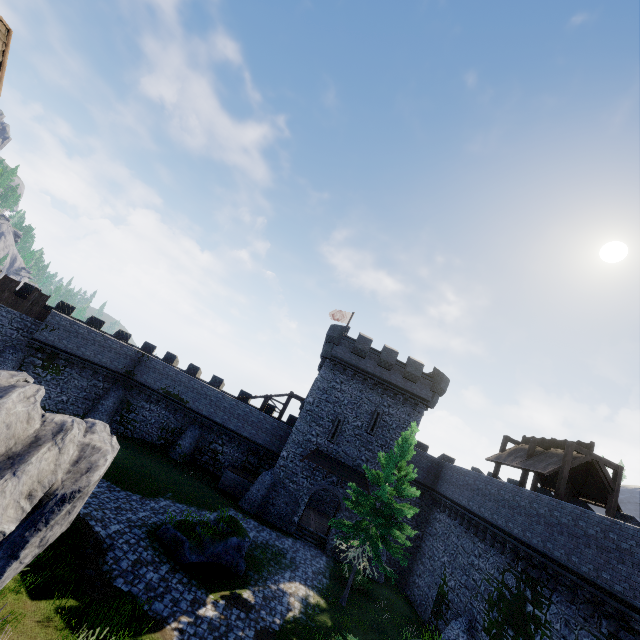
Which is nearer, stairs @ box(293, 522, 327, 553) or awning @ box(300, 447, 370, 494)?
stairs @ box(293, 522, 327, 553)

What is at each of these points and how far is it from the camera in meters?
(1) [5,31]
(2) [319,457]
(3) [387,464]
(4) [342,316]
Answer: (1) building, 7.7
(2) awning, 26.7
(3) tree, 19.3
(4) flag, 37.0

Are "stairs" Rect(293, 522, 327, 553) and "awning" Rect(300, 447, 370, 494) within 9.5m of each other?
yes

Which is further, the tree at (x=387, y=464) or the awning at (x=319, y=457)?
the awning at (x=319, y=457)

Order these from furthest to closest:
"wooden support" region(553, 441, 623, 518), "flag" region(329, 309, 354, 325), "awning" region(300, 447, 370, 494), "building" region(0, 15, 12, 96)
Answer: "flag" region(329, 309, 354, 325) → "awning" region(300, 447, 370, 494) → "wooden support" region(553, 441, 623, 518) → "building" region(0, 15, 12, 96)

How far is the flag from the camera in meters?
36.4 m

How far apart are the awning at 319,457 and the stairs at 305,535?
4.4m

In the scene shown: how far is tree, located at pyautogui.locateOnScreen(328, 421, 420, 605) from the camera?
17.7m
